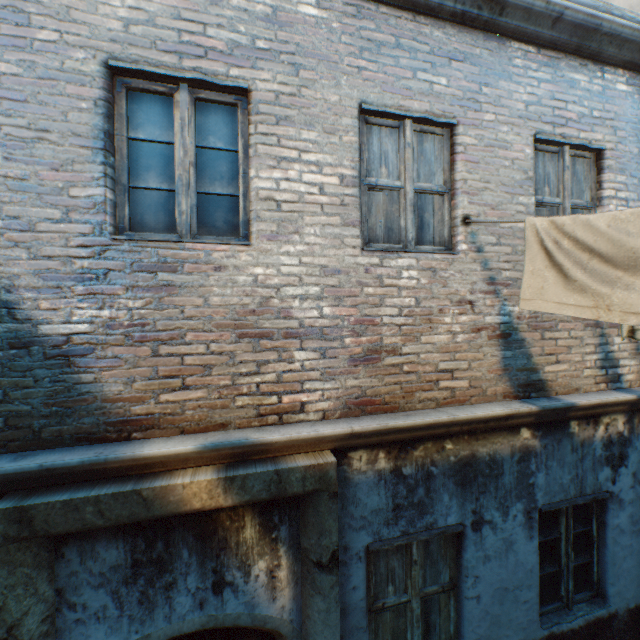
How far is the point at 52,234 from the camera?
2.3m
